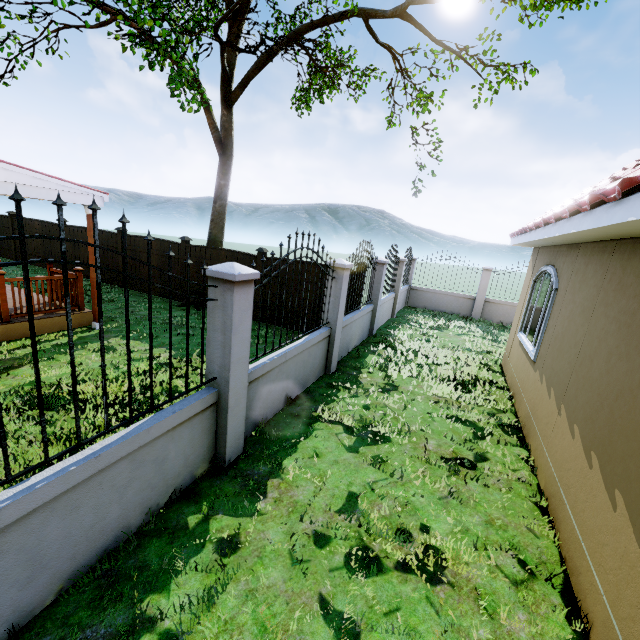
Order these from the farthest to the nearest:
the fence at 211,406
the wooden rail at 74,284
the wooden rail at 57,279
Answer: the wooden rail at 74,284
the wooden rail at 57,279
the fence at 211,406

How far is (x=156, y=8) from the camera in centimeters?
662cm

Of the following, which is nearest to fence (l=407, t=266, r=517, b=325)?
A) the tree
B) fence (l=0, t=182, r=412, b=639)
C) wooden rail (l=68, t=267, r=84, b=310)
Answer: fence (l=0, t=182, r=412, b=639)

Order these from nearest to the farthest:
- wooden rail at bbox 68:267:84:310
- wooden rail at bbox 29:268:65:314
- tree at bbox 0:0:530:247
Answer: tree at bbox 0:0:530:247 → wooden rail at bbox 29:268:65:314 → wooden rail at bbox 68:267:84:310

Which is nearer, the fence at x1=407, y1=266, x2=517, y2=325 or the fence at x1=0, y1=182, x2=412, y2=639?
the fence at x1=0, y1=182, x2=412, y2=639

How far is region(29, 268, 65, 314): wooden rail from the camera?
6.87m

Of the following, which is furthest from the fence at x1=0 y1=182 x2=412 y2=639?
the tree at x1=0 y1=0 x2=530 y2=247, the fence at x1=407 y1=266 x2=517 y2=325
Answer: the fence at x1=407 y1=266 x2=517 y2=325

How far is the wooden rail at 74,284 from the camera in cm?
750
